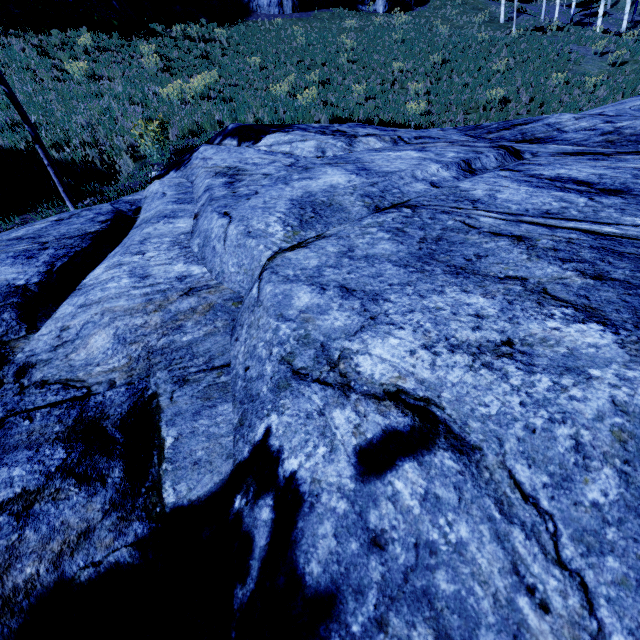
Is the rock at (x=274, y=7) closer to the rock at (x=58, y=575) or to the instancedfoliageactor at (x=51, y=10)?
the instancedfoliageactor at (x=51, y=10)

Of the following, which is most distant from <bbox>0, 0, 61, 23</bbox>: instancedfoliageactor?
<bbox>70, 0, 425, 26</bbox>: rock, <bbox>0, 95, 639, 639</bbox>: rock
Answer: <bbox>70, 0, 425, 26</bbox>: rock

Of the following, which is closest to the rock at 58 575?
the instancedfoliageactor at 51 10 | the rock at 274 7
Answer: the instancedfoliageactor at 51 10

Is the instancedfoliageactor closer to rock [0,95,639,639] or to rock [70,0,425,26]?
rock [0,95,639,639]

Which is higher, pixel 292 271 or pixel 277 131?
pixel 277 131

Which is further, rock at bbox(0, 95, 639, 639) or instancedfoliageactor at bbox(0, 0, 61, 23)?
instancedfoliageactor at bbox(0, 0, 61, 23)

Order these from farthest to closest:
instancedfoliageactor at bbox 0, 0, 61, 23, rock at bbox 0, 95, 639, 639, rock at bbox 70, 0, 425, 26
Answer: rock at bbox 70, 0, 425, 26 < instancedfoliageactor at bbox 0, 0, 61, 23 < rock at bbox 0, 95, 639, 639
